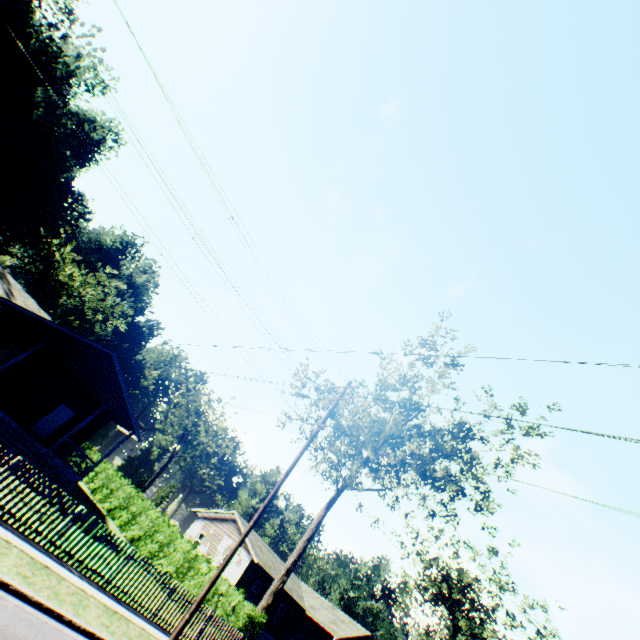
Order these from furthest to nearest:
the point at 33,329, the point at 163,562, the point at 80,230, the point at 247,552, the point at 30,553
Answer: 1. the point at 80,230
2. the point at 247,552
3. the point at 163,562
4. the point at 33,329
5. the point at 30,553

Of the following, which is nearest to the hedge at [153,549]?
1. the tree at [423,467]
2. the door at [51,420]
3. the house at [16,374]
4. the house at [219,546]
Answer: the tree at [423,467]

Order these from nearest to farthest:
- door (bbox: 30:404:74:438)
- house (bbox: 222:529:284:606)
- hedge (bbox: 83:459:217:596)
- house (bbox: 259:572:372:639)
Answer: hedge (bbox: 83:459:217:596), door (bbox: 30:404:74:438), house (bbox: 222:529:284:606), house (bbox: 259:572:372:639)

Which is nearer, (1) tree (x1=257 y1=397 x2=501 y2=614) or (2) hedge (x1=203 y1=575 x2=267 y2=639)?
(2) hedge (x1=203 y1=575 x2=267 y2=639)

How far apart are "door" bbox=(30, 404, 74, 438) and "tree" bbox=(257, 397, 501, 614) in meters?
17.4 m

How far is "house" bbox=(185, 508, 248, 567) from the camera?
31.7 meters

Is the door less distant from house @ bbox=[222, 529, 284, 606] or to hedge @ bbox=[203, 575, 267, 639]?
hedge @ bbox=[203, 575, 267, 639]

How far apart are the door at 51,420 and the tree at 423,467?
17.4m
